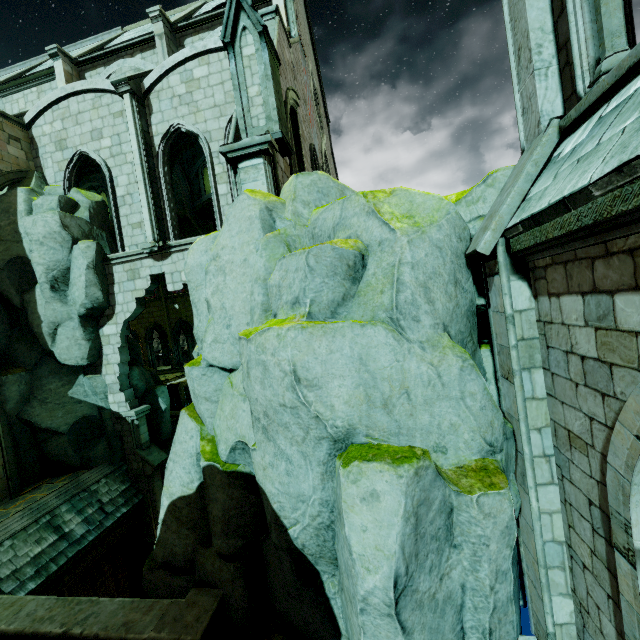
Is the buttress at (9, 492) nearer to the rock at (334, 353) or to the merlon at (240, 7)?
the rock at (334, 353)

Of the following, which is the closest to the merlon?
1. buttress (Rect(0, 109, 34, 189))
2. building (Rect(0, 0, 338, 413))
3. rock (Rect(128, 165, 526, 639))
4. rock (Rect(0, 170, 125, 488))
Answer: building (Rect(0, 0, 338, 413))

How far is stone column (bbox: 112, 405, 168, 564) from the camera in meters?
13.4

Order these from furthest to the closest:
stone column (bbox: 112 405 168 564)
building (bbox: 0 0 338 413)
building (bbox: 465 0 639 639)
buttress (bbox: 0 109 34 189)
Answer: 1. stone column (bbox: 112 405 168 564)
2. buttress (bbox: 0 109 34 189)
3. building (bbox: 0 0 338 413)
4. building (bbox: 465 0 639 639)

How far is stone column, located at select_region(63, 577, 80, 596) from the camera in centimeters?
1095cm

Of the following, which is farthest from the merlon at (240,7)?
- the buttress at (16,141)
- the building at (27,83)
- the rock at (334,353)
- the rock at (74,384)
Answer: the buttress at (16,141)

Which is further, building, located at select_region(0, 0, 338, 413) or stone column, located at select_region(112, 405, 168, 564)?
stone column, located at select_region(112, 405, 168, 564)

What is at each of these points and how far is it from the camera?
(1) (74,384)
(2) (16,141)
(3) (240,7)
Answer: (1) rock, 13.24m
(2) buttress, 13.34m
(3) merlon, 7.12m
